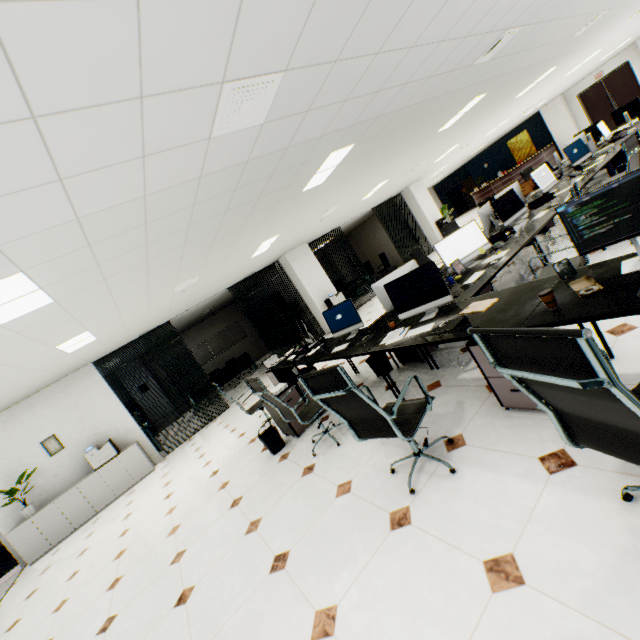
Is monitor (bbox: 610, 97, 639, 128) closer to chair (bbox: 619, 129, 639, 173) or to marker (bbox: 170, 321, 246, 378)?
chair (bbox: 619, 129, 639, 173)

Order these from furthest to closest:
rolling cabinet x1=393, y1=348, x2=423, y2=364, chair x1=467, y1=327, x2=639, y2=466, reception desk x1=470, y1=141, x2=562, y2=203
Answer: reception desk x1=470, y1=141, x2=562, y2=203, rolling cabinet x1=393, y1=348, x2=423, y2=364, chair x1=467, y1=327, x2=639, y2=466

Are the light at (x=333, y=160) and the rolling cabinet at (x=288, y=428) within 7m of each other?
yes

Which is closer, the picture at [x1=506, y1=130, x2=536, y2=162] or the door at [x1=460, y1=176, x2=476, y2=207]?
the picture at [x1=506, y1=130, x2=536, y2=162]

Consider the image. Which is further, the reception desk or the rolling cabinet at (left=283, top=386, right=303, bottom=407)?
the reception desk

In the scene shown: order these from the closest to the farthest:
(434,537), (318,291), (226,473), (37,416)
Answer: (434,537) → (226,473) → (37,416) → (318,291)

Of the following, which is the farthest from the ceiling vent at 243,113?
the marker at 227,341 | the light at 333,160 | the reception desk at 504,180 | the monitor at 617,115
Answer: the reception desk at 504,180

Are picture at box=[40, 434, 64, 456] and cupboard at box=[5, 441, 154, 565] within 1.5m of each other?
yes
